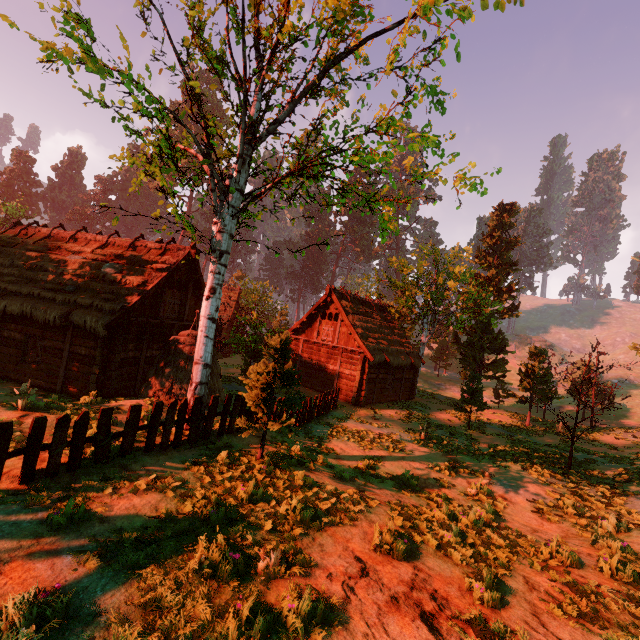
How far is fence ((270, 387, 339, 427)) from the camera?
13.24m

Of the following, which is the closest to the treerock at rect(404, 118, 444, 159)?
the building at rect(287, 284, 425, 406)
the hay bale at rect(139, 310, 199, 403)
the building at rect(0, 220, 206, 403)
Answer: the building at rect(0, 220, 206, 403)

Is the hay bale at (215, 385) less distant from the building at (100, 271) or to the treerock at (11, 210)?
the building at (100, 271)

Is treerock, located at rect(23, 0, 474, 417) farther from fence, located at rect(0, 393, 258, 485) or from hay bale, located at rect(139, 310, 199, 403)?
hay bale, located at rect(139, 310, 199, 403)

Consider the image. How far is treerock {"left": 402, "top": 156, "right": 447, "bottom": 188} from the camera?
8.8m

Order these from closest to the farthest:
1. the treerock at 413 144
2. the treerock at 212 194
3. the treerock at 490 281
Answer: the treerock at 413 144 → the treerock at 212 194 → the treerock at 490 281

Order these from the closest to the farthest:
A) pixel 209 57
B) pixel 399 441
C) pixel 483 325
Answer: pixel 209 57
pixel 399 441
pixel 483 325
